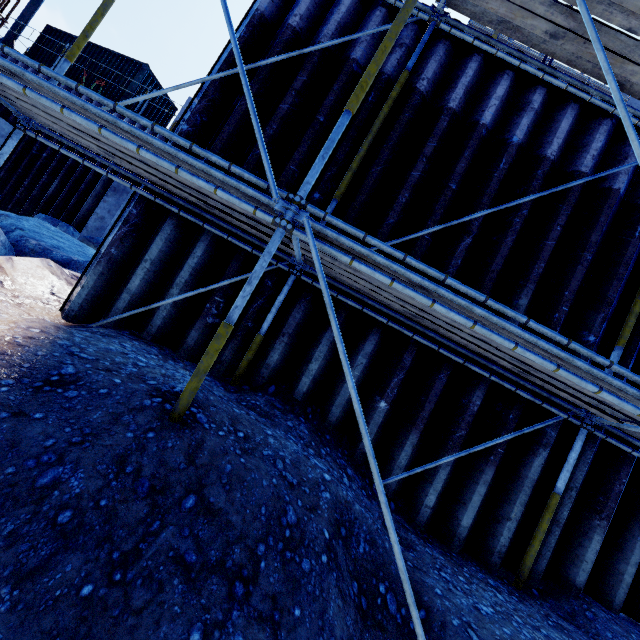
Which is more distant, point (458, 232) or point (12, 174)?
point (12, 174)

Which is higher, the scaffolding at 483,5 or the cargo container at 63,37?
the cargo container at 63,37

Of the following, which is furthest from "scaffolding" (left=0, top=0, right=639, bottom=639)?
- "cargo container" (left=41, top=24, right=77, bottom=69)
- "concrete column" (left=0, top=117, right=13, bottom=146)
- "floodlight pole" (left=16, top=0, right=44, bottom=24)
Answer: "floodlight pole" (left=16, top=0, right=44, bottom=24)

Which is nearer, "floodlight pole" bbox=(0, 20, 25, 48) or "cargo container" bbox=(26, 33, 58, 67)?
"floodlight pole" bbox=(0, 20, 25, 48)

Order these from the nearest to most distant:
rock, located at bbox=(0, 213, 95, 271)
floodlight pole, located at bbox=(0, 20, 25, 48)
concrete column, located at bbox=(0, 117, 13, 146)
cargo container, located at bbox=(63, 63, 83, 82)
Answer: rock, located at bbox=(0, 213, 95, 271) < concrete column, located at bbox=(0, 117, 13, 146) < floodlight pole, located at bbox=(0, 20, 25, 48) < cargo container, located at bbox=(63, 63, 83, 82)

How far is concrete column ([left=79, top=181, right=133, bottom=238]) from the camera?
9.79m

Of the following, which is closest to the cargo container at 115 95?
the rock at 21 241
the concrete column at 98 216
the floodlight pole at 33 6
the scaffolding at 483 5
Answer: the floodlight pole at 33 6
